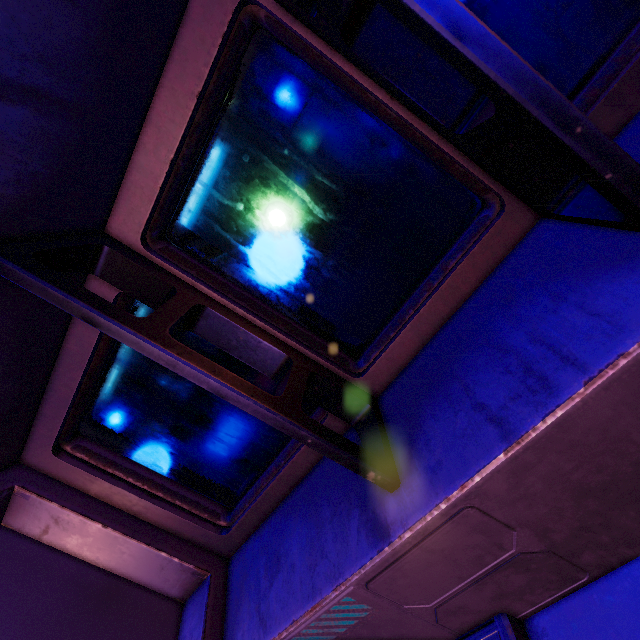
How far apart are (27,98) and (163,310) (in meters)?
0.67
